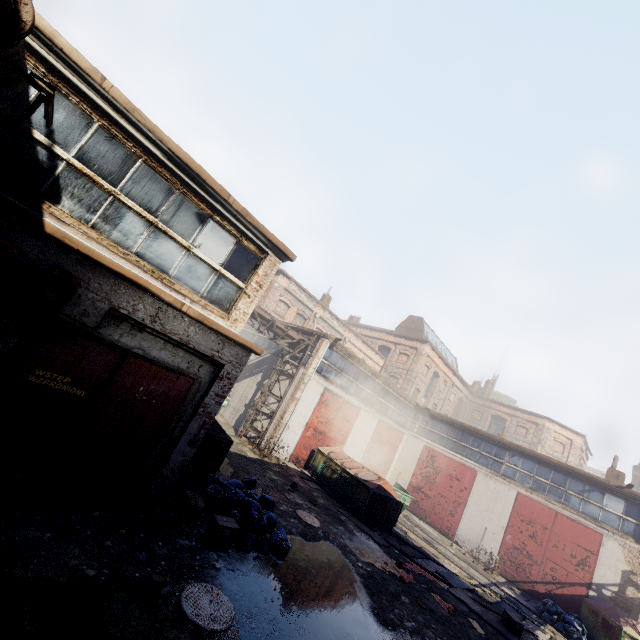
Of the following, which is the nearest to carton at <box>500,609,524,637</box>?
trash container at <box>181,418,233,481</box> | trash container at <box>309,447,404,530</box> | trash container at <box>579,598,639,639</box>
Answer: trash container at <box>309,447,404,530</box>

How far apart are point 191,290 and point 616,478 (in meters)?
25.78

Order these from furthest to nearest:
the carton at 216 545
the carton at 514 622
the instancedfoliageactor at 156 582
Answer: the carton at 514 622 < the carton at 216 545 < the instancedfoliageactor at 156 582

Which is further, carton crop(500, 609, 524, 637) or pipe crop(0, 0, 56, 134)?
carton crop(500, 609, 524, 637)

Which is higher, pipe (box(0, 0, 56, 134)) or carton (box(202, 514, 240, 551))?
pipe (box(0, 0, 56, 134))

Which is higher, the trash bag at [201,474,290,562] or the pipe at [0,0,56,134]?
the pipe at [0,0,56,134]

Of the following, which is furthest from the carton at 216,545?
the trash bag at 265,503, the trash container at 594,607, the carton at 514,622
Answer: the trash container at 594,607

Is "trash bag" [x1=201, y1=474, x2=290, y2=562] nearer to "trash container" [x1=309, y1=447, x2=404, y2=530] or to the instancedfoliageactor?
the instancedfoliageactor
